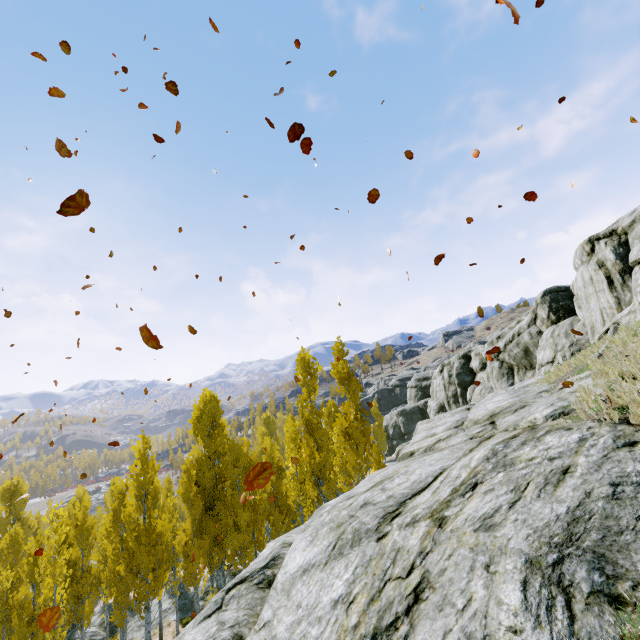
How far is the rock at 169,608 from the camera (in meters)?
23.60

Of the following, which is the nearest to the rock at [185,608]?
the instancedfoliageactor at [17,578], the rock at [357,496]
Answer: the instancedfoliageactor at [17,578]

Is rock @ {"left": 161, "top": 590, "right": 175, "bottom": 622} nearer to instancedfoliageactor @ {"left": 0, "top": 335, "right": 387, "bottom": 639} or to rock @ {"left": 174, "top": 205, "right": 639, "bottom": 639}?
instancedfoliageactor @ {"left": 0, "top": 335, "right": 387, "bottom": 639}

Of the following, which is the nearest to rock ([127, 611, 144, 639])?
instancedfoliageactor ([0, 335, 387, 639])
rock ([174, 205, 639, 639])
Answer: instancedfoliageactor ([0, 335, 387, 639])

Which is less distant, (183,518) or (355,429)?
(355,429)

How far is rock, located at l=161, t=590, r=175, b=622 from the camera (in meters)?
23.60

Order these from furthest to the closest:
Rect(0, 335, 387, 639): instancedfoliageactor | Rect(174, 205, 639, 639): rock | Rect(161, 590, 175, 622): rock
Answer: Rect(161, 590, 175, 622): rock → Rect(0, 335, 387, 639): instancedfoliageactor → Rect(174, 205, 639, 639): rock
